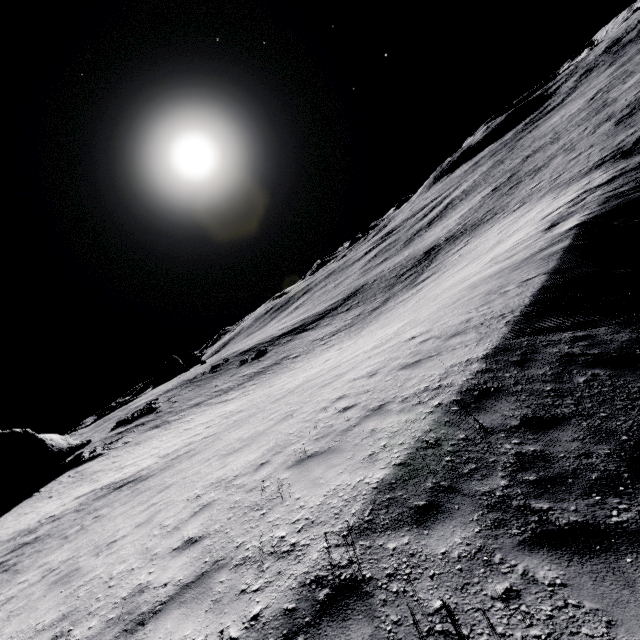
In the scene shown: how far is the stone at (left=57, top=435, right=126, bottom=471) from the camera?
25.64m

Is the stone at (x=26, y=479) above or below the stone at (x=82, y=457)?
above

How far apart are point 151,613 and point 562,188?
37.8 meters

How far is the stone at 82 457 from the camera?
25.6m

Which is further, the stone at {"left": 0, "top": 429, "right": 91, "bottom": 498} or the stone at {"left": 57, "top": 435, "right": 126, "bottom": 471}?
the stone at {"left": 57, "top": 435, "right": 126, "bottom": 471}

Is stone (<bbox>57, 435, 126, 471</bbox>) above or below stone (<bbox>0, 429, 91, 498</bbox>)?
below
